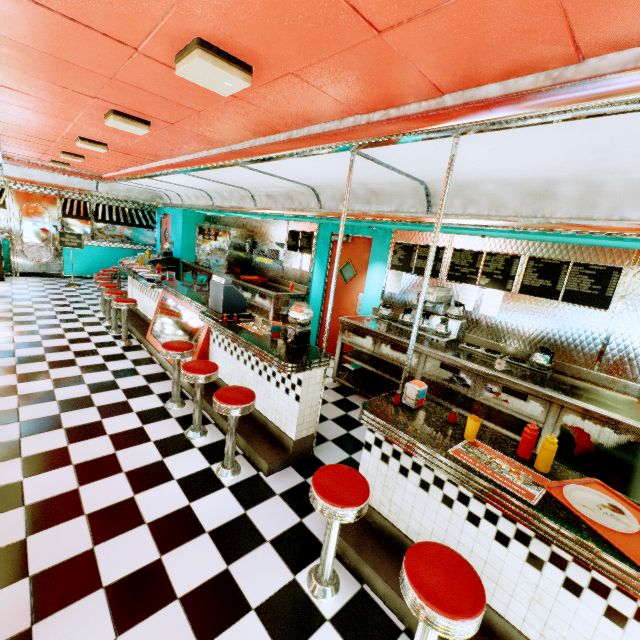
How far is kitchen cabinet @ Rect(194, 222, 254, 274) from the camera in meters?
8.1 m

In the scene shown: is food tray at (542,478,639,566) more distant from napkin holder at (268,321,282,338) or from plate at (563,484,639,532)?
napkin holder at (268,321,282,338)

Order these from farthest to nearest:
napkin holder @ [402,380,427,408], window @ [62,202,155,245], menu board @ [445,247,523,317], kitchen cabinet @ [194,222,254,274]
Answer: window @ [62,202,155,245]
kitchen cabinet @ [194,222,254,274]
menu board @ [445,247,523,317]
napkin holder @ [402,380,427,408]

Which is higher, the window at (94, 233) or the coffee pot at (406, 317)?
the window at (94, 233)

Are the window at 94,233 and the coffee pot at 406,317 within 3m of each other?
no

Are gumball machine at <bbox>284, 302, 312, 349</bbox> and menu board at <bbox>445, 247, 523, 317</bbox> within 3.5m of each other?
yes

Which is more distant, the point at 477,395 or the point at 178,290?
the point at 178,290

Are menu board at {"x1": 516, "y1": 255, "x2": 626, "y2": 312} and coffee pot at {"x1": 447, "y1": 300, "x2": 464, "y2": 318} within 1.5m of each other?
yes
